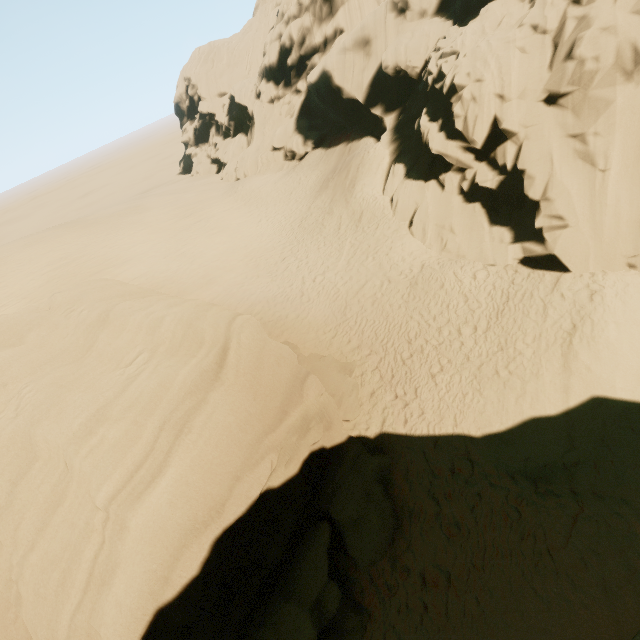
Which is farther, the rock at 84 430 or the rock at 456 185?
the rock at 456 185

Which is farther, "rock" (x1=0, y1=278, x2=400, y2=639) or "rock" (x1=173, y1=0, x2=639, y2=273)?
"rock" (x1=173, y1=0, x2=639, y2=273)

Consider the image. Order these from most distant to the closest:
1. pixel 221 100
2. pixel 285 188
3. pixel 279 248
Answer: pixel 221 100
pixel 285 188
pixel 279 248
